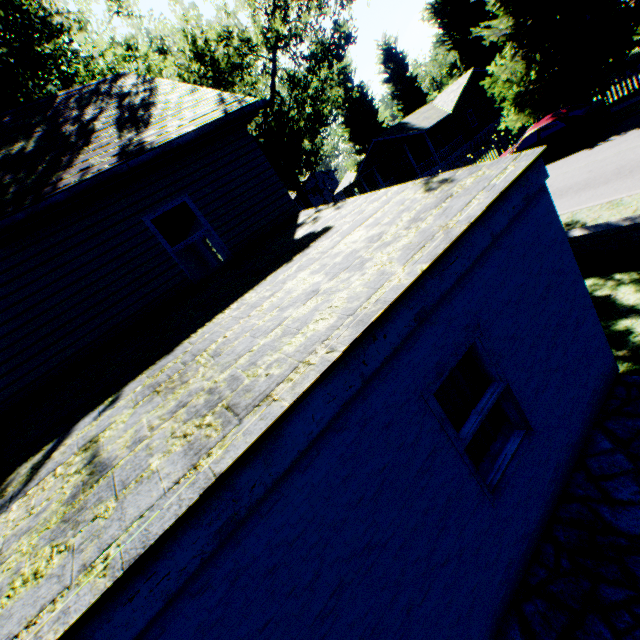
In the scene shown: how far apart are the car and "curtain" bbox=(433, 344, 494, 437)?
16.30m

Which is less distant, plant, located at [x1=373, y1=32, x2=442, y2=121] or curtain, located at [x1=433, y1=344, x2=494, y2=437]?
curtain, located at [x1=433, y1=344, x2=494, y2=437]

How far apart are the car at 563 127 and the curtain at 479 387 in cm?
1630

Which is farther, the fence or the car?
the fence

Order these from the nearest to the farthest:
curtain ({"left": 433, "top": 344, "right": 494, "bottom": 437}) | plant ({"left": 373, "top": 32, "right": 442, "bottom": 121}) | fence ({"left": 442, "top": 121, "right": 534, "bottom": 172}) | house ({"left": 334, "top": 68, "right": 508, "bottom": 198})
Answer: curtain ({"left": 433, "top": 344, "right": 494, "bottom": 437}) < fence ({"left": 442, "top": 121, "right": 534, "bottom": 172}) < house ({"left": 334, "top": 68, "right": 508, "bottom": 198}) < plant ({"left": 373, "top": 32, "right": 442, "bottom": 121})

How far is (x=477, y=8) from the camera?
34.34m

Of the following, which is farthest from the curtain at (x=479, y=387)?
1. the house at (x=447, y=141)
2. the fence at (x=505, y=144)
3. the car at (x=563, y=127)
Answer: the house at (x=447, y=141)
